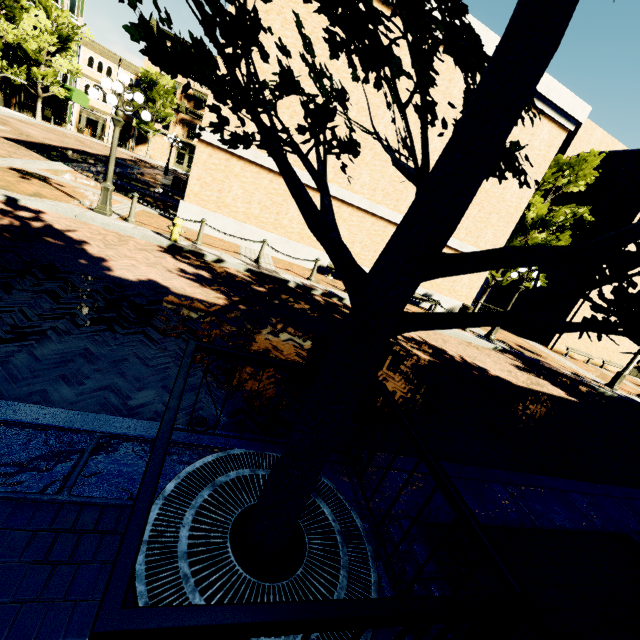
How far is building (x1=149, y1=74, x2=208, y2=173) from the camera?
42.8 meters

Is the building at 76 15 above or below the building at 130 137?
above

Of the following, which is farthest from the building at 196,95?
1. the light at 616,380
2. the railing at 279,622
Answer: the light at 616,380

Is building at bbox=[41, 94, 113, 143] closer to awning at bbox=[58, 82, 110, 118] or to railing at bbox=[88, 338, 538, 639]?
awning at bbox=[58, 82, 110, 118]

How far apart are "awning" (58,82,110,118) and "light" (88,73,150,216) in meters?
34.8 m

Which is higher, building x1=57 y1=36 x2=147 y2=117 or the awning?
building x1=57 y1=36 x2=147 y2=117

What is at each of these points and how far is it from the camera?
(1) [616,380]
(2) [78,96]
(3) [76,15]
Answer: (1) light, 14.66m
(2) awning, 33.09m
(3) building, 33.56m

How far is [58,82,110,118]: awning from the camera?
32.7m
